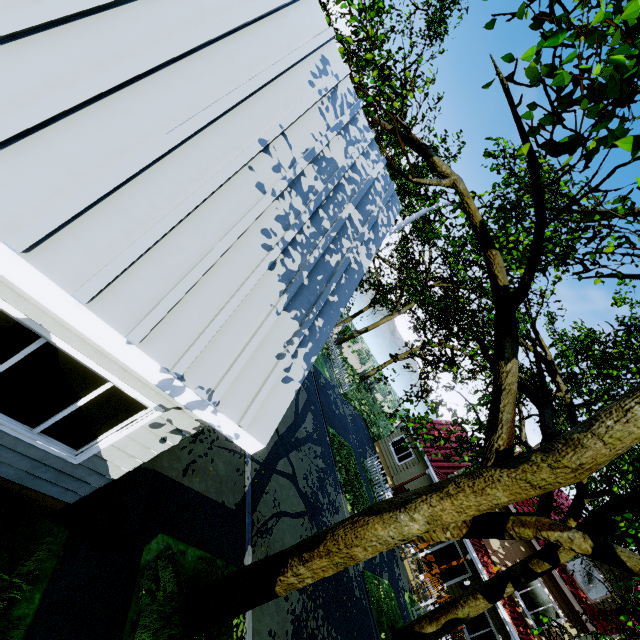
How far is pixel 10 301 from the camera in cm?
273

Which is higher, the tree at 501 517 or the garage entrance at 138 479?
the tree at 501 517

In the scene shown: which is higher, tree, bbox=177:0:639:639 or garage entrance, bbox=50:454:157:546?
tree, bbox=177:0:639:639

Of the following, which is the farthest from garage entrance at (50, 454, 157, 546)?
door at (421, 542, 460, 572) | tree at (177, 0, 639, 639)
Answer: door at (421, 542, 460, 572)

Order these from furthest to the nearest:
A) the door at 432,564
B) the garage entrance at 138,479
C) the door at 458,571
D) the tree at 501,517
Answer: the door at 432,564
the door at 458,571
the garage entrance at 138,479
the tree at 501,517

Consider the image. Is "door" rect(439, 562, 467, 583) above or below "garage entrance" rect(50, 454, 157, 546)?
above

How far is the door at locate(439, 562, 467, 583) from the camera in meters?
16.9 m
